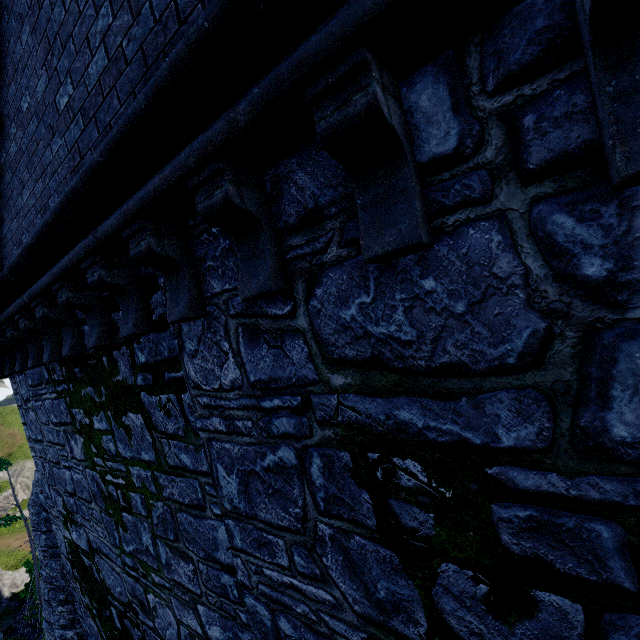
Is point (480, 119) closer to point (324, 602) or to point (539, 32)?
point (539, 32)
